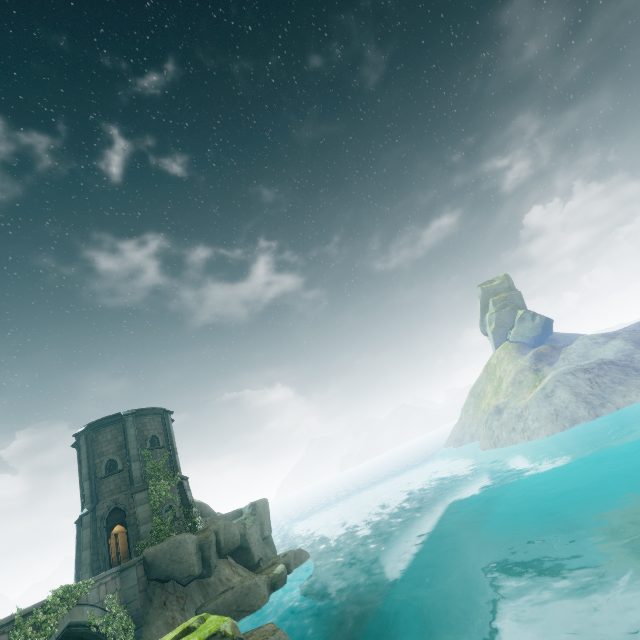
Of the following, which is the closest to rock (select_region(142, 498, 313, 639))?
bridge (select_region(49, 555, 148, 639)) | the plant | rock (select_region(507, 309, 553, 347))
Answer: bridge (select_region(49, 555, 148, 639))

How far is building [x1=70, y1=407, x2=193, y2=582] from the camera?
20.75m

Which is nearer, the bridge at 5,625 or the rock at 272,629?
the rock at 272,629

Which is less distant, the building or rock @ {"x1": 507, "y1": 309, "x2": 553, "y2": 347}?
the building

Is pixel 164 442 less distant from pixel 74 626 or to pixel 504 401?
pixel 74 626

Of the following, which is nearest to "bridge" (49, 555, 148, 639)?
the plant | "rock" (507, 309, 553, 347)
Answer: the plant

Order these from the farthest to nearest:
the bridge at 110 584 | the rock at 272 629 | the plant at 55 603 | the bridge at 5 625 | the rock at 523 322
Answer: the rock at 523 322 → the bridge at 110 584 → the plant at 55 603 → the bridge at 5 625 → the rock at 272 629

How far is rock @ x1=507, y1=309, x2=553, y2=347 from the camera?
54.5m
